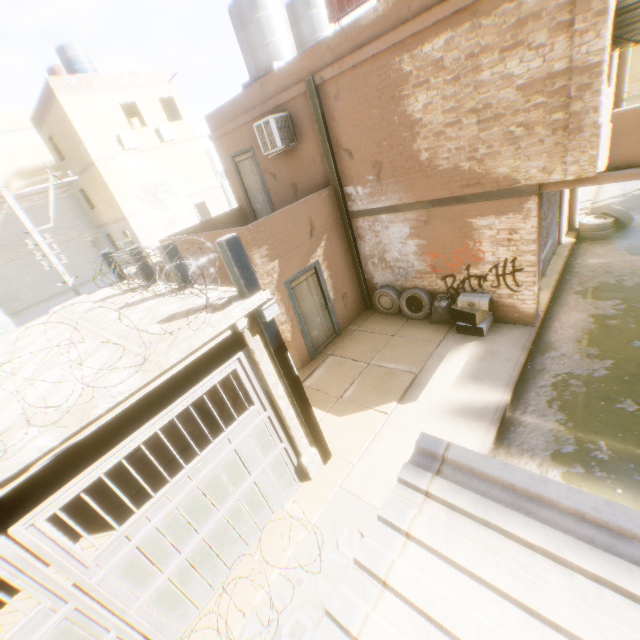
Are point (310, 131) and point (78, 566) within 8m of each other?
no

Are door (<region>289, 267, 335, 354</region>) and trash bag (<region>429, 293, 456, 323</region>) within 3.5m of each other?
yes

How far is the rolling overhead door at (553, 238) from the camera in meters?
8.7 m

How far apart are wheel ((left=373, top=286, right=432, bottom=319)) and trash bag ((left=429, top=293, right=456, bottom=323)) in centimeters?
3cm

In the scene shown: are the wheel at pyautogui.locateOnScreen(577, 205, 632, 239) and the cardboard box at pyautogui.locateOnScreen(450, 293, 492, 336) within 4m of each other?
no

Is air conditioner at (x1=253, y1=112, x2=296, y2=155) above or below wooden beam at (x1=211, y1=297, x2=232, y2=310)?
above

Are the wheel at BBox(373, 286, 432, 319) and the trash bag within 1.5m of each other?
yes

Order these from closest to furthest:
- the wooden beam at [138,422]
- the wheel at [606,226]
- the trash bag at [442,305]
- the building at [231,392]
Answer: the wooden beam at [138,422] < the building at [231,392] < the trash bag at [442,305] < the wheel at [606,226]
